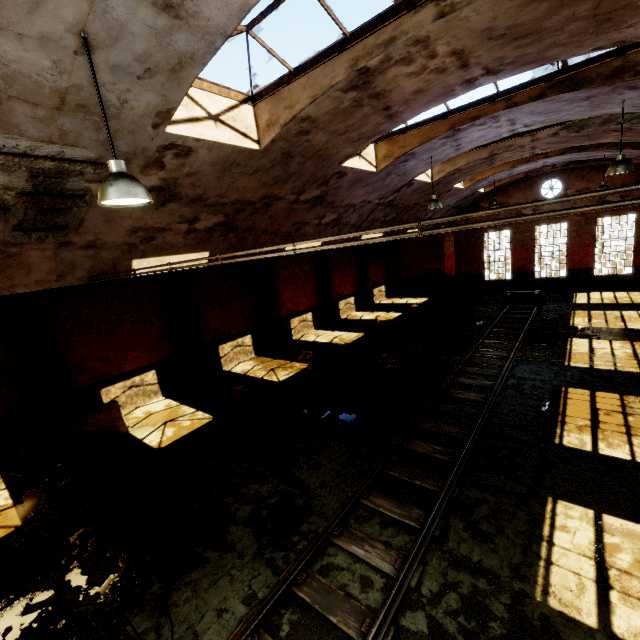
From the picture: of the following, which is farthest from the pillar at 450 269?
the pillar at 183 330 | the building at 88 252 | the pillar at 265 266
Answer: the pillar at 183 330

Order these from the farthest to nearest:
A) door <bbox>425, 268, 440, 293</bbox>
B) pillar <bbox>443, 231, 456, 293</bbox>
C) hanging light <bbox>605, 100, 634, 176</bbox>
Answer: door <bbox>425, 268, 440, 293</bbox>, pillar <bbox>443, 231, 456, 293</bbox>, hanging light <bbox>605, 100, 634, 176</bbox>

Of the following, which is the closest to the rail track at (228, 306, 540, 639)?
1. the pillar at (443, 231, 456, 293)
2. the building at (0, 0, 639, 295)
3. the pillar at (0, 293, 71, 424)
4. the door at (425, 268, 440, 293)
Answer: the building at (0, 0, 639, 295)

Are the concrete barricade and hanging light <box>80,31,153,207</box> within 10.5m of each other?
yes

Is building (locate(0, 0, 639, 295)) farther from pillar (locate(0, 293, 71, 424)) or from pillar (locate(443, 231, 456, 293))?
pillar (locate(0, 293, 71, 424))

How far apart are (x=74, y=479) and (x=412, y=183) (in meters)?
14.93

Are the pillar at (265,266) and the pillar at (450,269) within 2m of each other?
no

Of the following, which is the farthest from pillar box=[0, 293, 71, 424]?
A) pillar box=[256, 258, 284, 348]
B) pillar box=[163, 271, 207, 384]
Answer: pillar box=[256, 258, 284, 348]
